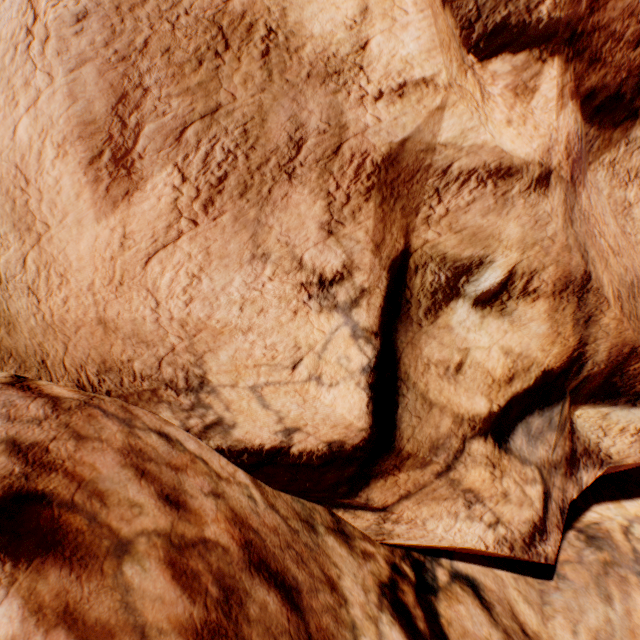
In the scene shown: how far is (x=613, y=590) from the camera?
4.1 meters
